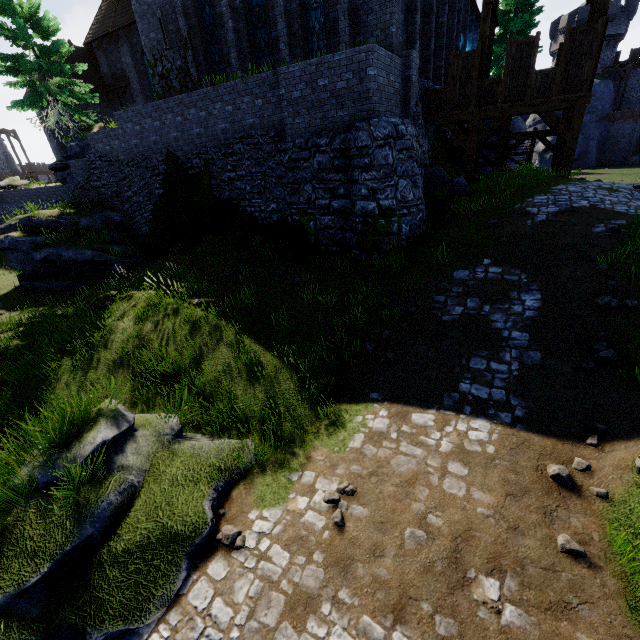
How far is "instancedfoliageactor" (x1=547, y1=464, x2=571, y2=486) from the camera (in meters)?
4.79

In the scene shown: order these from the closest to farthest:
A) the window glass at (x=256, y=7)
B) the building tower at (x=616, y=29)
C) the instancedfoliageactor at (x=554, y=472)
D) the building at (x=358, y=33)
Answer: the instancedfoliageactor at (x=554, y=472) → the building at (x=358, y=33) → the window glass at (x=256, y=7) → the building tower at (x=616, y=29)

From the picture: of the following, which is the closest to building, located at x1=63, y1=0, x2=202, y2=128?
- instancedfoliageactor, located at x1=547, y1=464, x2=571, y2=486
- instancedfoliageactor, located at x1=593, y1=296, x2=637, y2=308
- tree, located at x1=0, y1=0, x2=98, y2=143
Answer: tree, located at x1=0, y1=0, x2=98, y2=143

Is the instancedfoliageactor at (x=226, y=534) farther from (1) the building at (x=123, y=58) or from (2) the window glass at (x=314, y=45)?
(2) the window glass at (x=314, y=45)

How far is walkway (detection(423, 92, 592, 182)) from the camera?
12.8 meters

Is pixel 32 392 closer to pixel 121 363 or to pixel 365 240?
pixel 121 363

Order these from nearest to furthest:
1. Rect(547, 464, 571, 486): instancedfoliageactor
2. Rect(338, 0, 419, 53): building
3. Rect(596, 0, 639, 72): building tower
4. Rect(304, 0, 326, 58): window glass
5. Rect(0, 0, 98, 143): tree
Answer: Rect(547, 464, 571, 486): instancedfoliageactor, Rect(338, 0, 419, 53): building, Rect(304, 0, 326, 58): window glass, Rect(0, 0, 98, 143): tree, Rect(596, 0, 639, 72): building tower

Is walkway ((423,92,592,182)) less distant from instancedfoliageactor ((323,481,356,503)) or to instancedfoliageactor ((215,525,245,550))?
instancedfoliageactor ((323,481,356,503))
